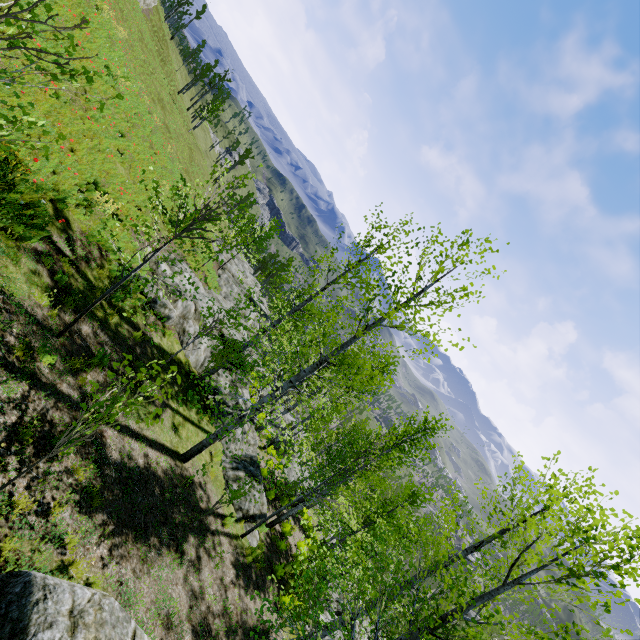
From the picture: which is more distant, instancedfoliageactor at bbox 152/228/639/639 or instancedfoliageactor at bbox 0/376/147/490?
instancedfoliageactor at bbox 152/228/639/639

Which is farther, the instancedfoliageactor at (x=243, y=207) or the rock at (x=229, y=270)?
the rock at (x=229, y=270)

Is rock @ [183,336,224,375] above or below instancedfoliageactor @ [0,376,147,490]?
below

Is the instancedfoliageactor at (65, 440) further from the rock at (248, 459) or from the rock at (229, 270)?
the rock at (248, 459)

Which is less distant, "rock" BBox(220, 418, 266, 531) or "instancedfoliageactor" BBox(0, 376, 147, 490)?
"instancedfoliageactor" BBox(0, 376, 147, 490)

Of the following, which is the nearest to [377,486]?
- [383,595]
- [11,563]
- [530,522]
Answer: [530,522]

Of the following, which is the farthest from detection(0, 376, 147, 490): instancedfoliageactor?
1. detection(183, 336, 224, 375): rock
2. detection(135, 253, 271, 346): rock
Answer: detection(183, 336, 224, 375): rock

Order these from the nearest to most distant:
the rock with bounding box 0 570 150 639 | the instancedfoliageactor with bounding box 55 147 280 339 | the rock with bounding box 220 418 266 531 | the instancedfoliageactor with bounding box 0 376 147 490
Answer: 1. the rock with bounding box 0 570 150 639
2. the instancedfoliageactor with bounding box 0 376 147 490
3. the instancedfoliageactor with bounding box 55 147 280 339
4. the rock with bounding box 220 418 266 531
